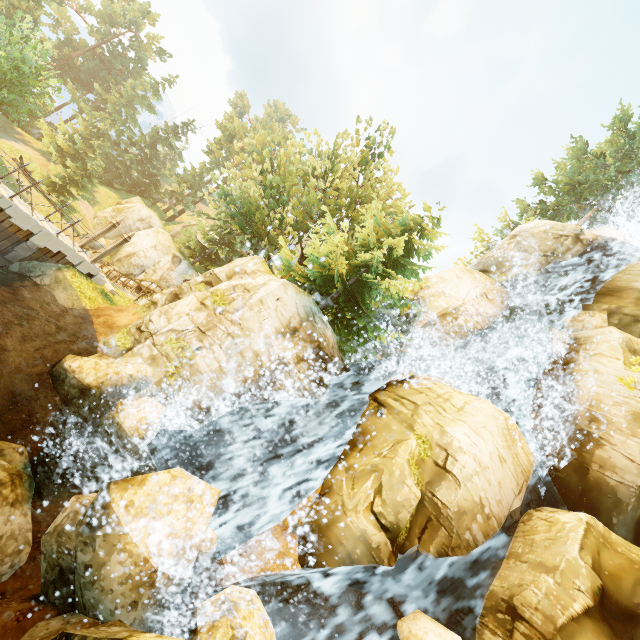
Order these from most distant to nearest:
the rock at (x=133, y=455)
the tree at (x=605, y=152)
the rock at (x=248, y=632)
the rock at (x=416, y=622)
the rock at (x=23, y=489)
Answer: the tree at (x=605, y=152) → the rock at (x=133, y=455) → the rock at (x=23, y=489) → the rock at (x=416, y=622) → the rock at (x=248, y=632)

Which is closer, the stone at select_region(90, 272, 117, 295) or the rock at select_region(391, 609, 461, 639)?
the rock at select_region(391, 609, 461, 639)

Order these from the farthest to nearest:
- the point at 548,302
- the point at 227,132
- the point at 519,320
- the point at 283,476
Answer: the point at 227,132, the point at 548,302, the point at 519,320, the point at 283,476

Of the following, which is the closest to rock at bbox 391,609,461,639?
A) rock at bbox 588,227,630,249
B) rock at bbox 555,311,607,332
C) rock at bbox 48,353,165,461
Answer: rock at bbox 48,353,165,461

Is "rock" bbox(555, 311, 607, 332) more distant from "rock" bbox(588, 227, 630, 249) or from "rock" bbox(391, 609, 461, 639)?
"rock" bbox(391, 609, 461, 639)

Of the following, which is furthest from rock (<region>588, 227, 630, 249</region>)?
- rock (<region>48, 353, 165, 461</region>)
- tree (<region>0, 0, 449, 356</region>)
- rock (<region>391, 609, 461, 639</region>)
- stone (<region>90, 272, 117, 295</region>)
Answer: stone (<region>90, 272, 117, 295</region>)

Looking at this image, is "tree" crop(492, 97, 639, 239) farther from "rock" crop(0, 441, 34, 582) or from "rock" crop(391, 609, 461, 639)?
"rock" crop(391, 609, 461, 639)

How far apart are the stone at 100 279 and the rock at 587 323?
24.9 meters
